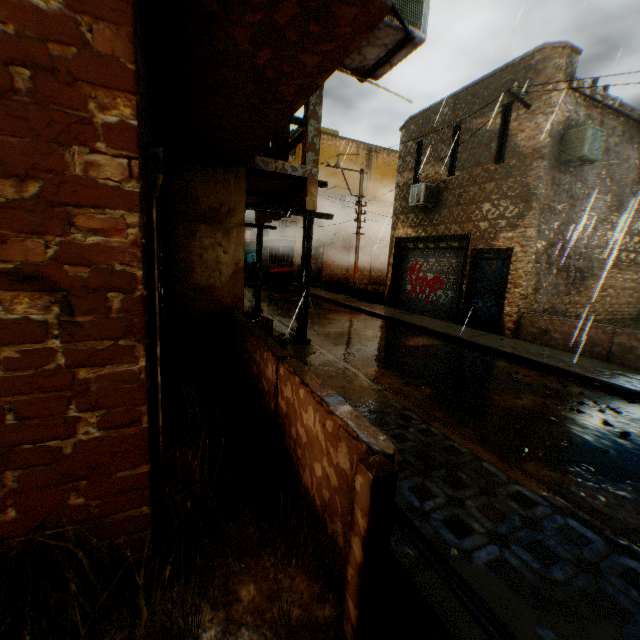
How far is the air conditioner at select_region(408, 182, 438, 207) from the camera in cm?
1281

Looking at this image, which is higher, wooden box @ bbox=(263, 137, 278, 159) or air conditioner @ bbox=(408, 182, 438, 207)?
air conditioner @ bbox=(408, 182, 438, 207)

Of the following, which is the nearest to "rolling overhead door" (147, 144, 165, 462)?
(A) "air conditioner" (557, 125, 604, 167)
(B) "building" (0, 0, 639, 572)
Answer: (B) "building" (0, 0, 639, 572)

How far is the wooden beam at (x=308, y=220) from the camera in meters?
7.0

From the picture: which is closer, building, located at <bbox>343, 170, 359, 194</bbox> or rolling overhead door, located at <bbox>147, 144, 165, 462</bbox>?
rolling overhead door, located at <bbox>147, 144, 165, 462</bbox>

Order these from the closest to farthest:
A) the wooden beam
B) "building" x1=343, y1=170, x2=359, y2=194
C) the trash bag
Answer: the wooden beam → the trash bag → "building" x1=343, y1=170, x2=359, y2=194

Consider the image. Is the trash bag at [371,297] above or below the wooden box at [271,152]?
below

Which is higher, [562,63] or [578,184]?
[562,63]
